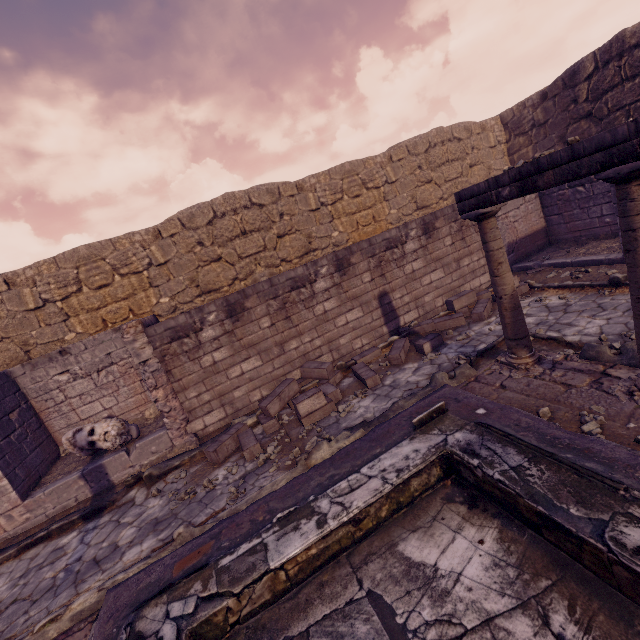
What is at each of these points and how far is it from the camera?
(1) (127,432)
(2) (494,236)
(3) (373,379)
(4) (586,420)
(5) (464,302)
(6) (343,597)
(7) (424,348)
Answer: (1) sculpture, 6.56m
(2) column, 4.46m
(3) stone blocks, 6.24m
(4) stone, 3.42m
(5) stone blocks, 7.86m
(6) pool, 2.63m
(7) stone blocks, 6.72m

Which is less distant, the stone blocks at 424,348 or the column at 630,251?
the column at 630,251

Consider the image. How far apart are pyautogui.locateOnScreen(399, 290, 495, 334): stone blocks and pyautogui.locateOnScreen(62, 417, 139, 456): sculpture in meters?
7.6

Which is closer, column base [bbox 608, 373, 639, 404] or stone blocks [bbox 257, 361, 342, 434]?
column base [bbox 608, 373, 639, 404]

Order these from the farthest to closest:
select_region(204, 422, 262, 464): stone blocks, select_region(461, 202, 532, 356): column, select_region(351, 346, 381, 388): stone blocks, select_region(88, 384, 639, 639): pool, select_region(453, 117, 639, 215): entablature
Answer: select_region(351, 346, 381, 388): stone blocks
select_region(204, 422, 262, 464): stone blocks
select_region(461, 202, 532, 356): column
select_region(453, 117, 639, 215): entablature
select_region(88, 384, 639, 639): pool

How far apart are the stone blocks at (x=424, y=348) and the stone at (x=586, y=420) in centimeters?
329cm

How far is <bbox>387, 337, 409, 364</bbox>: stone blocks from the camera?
6.8m

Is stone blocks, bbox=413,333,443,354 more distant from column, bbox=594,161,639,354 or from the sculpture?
the sculpture
